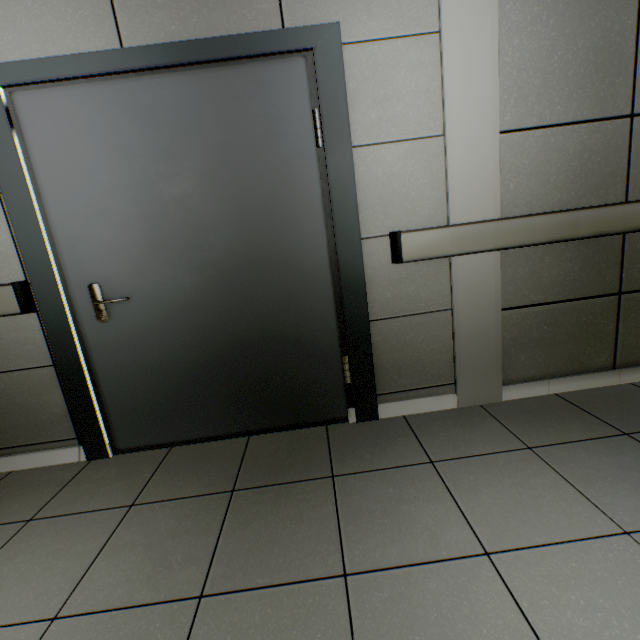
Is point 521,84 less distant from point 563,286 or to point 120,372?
point 563,286

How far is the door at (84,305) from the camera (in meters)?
1.65

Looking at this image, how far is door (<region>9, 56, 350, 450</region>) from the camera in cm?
165
